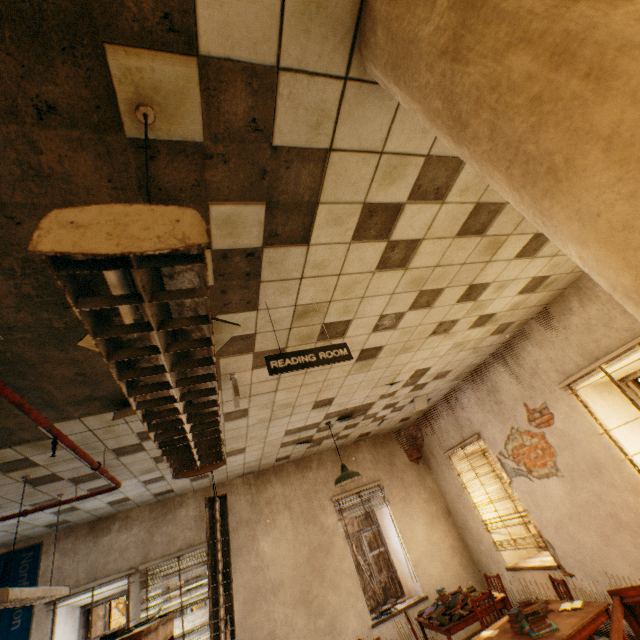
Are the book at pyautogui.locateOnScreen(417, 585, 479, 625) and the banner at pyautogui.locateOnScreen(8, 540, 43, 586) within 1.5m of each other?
no

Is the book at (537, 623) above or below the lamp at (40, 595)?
below

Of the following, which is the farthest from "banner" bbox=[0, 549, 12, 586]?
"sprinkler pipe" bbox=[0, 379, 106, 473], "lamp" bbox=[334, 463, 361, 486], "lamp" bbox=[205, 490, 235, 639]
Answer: "lamp" bbox=[334, 463, 361, 486]

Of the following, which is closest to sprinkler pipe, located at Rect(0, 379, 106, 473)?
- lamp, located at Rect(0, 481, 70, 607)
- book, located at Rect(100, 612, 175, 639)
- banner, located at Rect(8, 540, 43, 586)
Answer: lamp, located at Rect(0, 481, 70, 607)

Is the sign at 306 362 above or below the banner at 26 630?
above

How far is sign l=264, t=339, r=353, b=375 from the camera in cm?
226

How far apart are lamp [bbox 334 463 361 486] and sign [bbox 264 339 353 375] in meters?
3.5 m

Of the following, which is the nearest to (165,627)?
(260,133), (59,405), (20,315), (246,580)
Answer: (246,580)
